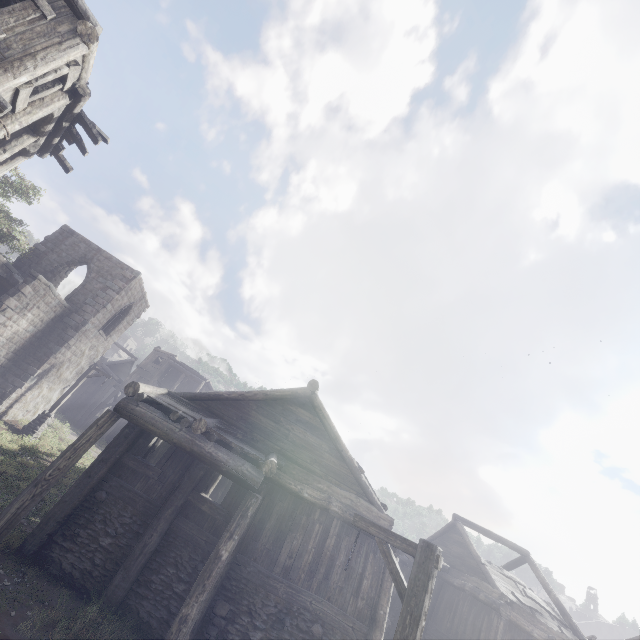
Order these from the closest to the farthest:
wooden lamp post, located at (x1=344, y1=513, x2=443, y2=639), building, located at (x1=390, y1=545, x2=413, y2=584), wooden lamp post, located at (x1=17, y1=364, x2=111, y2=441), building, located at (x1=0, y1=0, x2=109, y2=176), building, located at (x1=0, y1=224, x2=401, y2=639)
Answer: wooden lamp post, located at (x1=344, y1=513, x2=443, y2=639) → building, located at (x1=0, y1=0, x2=109, y2=176) → building, located at (x1=0, y1=224, x2=401, y2=639) → building, located at (x1=390, y1=545, x2=413, y2=584) → wooden lamp post, located at (x1=17, y1=364, x2=111, y2=441)

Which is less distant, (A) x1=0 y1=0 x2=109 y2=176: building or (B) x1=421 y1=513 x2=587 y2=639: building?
(A) x1=0 y1=0 x2=109 y2=176: building

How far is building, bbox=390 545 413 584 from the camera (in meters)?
10.27

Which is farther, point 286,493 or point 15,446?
point 15,446

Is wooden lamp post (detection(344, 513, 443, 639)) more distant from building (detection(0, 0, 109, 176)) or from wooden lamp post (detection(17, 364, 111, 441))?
wooden lamp post (detection(17, 364, 111, 441))

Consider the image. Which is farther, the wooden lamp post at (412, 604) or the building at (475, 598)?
the building at (475, 598)

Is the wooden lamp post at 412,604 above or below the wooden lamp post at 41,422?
above
